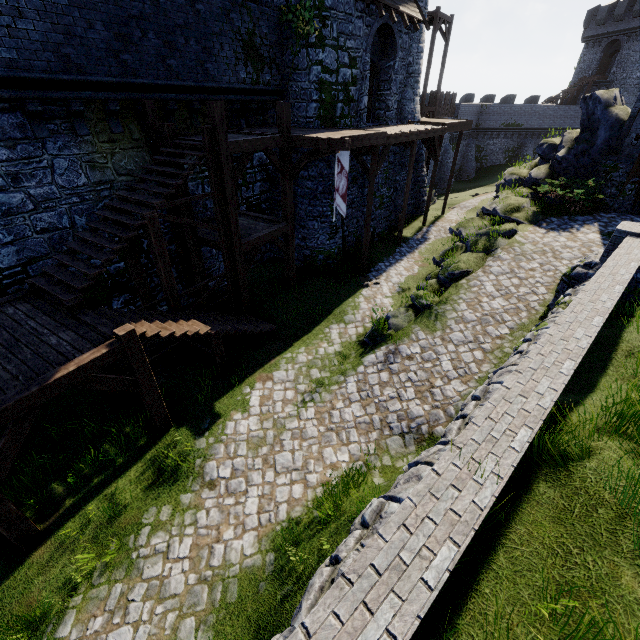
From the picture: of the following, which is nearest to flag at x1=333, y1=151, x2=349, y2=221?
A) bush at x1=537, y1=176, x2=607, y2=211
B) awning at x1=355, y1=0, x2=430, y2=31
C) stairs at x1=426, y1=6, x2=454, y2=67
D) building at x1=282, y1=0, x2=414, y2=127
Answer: building at x1=282, y1=0, x2=414, y2=127

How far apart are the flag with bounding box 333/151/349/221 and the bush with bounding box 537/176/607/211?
9.37m

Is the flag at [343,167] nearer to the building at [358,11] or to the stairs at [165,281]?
the building at [358,11]

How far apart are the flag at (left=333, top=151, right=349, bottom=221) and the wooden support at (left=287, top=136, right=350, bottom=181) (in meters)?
0.77

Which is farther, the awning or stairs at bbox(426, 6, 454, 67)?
stairs at bbox(426, 6, 454, 67)

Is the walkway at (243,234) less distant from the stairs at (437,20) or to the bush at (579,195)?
the stairs at (437,20)

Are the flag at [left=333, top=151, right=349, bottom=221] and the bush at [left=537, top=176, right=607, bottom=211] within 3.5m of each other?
no

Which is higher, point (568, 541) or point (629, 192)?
point (568, 541)
